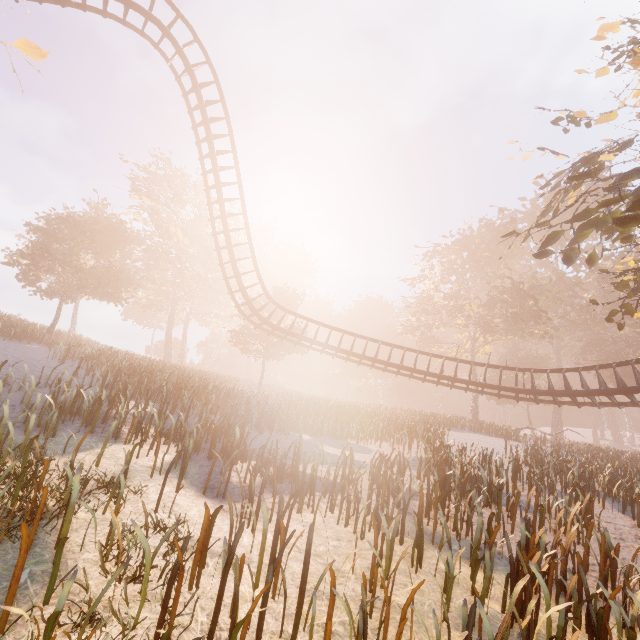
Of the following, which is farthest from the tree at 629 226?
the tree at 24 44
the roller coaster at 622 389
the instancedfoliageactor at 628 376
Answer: the instancedfoliageactor at 628 376

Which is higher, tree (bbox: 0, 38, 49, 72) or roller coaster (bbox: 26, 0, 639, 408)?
tree (bbox: 0, 38, 49, 72)

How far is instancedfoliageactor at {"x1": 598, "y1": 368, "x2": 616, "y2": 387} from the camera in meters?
38.7 m

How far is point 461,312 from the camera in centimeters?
3659cm

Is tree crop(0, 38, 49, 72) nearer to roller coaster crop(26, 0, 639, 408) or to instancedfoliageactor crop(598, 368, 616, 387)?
roller coaster crop(26, 0, 639, 408)

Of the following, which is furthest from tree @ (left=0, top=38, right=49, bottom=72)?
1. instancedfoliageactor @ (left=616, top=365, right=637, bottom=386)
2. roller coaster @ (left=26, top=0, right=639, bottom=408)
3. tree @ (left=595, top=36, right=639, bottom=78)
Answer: instancedfoliageactor @ (left=616, top=365, right=637, bottom=386)

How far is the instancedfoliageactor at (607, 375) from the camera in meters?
38.7 m
